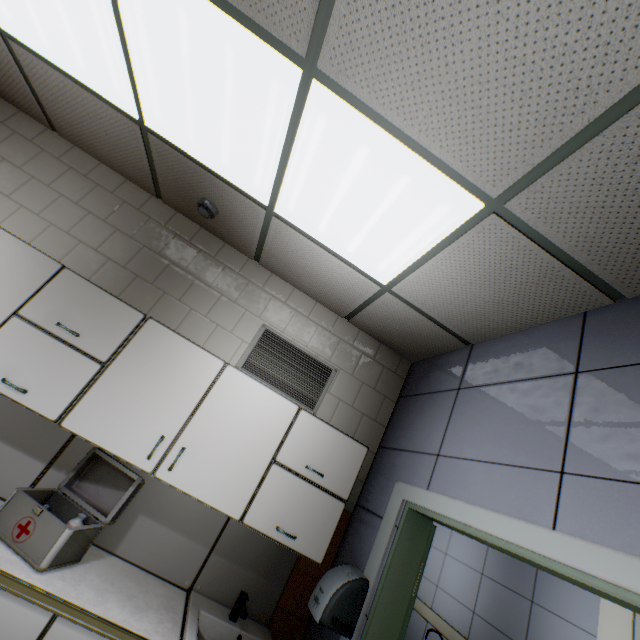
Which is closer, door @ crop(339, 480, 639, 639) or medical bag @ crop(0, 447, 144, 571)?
door @ crop(339, 480, 639, 639)

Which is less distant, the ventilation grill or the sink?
the sink

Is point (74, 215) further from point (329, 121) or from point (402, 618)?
Answer: point (402, 618)

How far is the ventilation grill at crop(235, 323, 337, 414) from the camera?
2.70m

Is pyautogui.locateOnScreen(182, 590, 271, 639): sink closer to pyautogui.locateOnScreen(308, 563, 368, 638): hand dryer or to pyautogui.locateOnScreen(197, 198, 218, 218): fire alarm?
pyautogui.locateOnScreen(308, 563, 368, 638): hand dryer

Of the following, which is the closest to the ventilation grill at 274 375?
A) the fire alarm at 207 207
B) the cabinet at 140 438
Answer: the cabinet at 140 438

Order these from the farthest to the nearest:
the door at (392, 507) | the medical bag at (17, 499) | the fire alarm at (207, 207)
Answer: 1. the fire alarm at (207, 207)
2. the medical bag at (17, 499)
3. the door at (392, 507)

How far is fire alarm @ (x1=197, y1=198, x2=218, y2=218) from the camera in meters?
2.5 m
